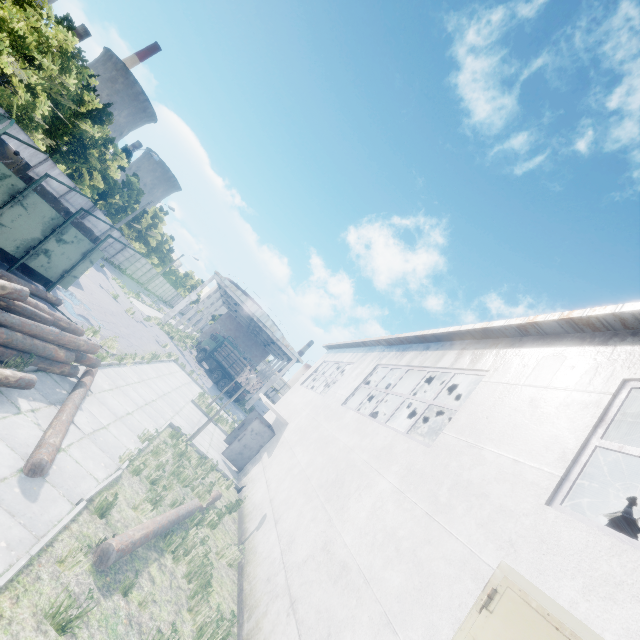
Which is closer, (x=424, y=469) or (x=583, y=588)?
(x=583, y=588)

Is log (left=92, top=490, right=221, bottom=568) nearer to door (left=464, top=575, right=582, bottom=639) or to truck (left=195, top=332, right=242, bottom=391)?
door (left=464, top=575, right=582, bottom=639)

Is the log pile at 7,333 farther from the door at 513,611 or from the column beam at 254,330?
the column beam at 254,330

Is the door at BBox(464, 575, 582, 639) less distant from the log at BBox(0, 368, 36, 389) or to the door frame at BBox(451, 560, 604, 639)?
the door frame at BBox(451, 560, 604, 639)

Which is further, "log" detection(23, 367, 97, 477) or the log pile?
the log pile

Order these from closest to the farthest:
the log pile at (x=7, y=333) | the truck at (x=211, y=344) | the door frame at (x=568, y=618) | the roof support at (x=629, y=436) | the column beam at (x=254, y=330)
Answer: the door frame at (x=568, y=618) → the roof support at (x=629, y=436) → the log pile at (x=7, y=333) → the truck at (x=211, y=344) → the column beam at (x=254, y=330)

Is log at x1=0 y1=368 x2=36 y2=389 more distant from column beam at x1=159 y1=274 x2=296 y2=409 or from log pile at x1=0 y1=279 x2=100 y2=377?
column beam at x1=159 y1=274 x2=296 y2=409

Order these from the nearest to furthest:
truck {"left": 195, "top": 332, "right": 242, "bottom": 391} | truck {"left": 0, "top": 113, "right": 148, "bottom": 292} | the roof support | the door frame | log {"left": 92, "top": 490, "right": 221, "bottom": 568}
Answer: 1. the door frame
2. log {"left": 92, "top": 490, "right": 221, "bottom": 568}
3. the roof support
4. truck {"left": 0, "top": 113, "right": 148, "bottom": 292}
5. truck {"left": 195, "top": 332, "right": 242, "bottom": 391}
